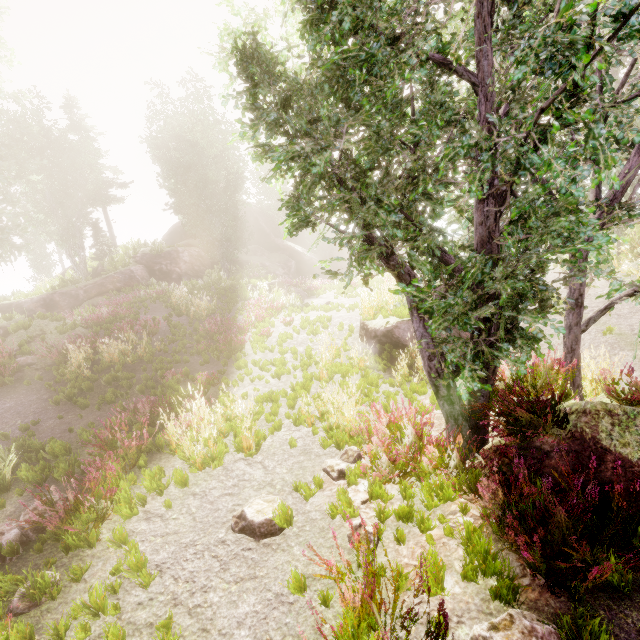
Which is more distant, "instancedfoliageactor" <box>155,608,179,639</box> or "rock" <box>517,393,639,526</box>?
"rock" <box>517,393,639,526</box>

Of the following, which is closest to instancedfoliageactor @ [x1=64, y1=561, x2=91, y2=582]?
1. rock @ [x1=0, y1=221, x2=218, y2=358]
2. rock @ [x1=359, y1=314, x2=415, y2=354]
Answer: rock @ [x1=0, y1=221, x2=218, y2=358]

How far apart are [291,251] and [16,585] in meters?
37.0

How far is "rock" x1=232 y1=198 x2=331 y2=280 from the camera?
35.28m

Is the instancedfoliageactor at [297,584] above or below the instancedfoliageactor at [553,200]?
below

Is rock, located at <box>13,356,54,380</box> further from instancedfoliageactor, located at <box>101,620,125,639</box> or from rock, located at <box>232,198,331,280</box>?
rock, located at <box>232,198,331,280</box>

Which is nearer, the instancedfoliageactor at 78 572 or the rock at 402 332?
the instancedfoliageactor at 78 572

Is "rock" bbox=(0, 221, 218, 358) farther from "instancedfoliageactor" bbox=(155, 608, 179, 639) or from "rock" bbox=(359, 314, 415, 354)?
"rock" bbox=(359, 314, 415, 354)
